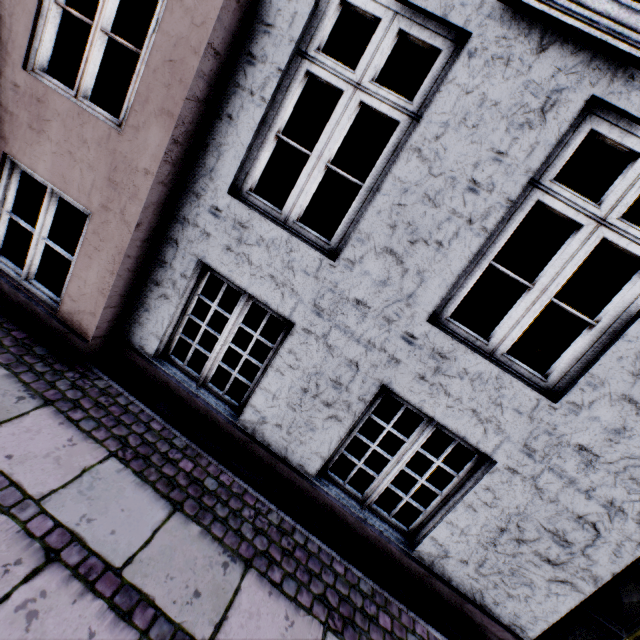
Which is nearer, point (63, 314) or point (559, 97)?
point (559, 97)
